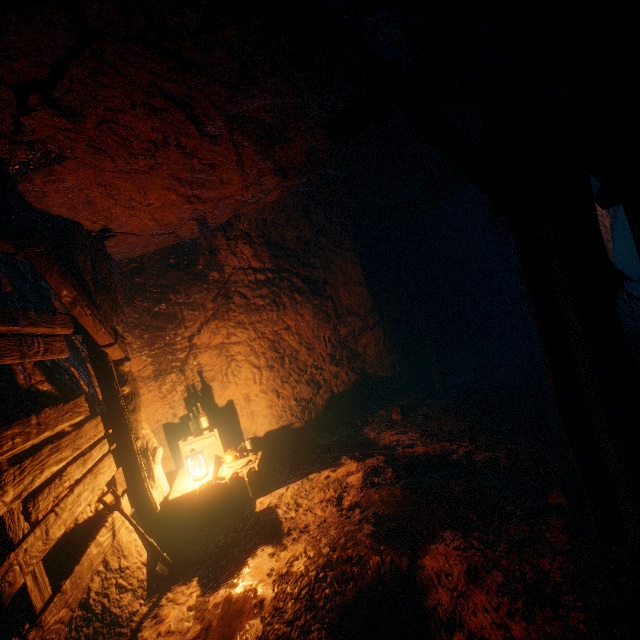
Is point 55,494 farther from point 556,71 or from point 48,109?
point 556,71

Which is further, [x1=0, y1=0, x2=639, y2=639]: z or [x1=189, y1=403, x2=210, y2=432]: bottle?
[x1=189, y1=403, x2=210, y2=432]: bottle

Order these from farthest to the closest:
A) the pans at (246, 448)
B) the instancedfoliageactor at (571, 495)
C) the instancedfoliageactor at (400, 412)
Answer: the instancedfoliageactor at (400, 412)
the pans at (246, 448)
the instancedfoliageactor at (571, 495)

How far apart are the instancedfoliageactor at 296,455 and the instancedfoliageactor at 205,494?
1.09m

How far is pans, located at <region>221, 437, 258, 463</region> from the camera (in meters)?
5.12

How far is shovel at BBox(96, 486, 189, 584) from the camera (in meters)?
3.54

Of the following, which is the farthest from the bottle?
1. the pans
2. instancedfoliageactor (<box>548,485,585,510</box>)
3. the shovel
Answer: instancedfoliageactor (<box>548,485,585,510</box>)

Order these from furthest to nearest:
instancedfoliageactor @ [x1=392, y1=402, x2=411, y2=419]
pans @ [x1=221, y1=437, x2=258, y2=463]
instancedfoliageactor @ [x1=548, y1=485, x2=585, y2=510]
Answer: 1. instancedfoliageactor @ [x1=392, y1=402, x2=411, y2=419]
2. pans @ [x1=221, y1=437, x2=258, y2=463]
3. instancedfoliageactor @ [x1=548, y1=485, x2=585, y2=510]
